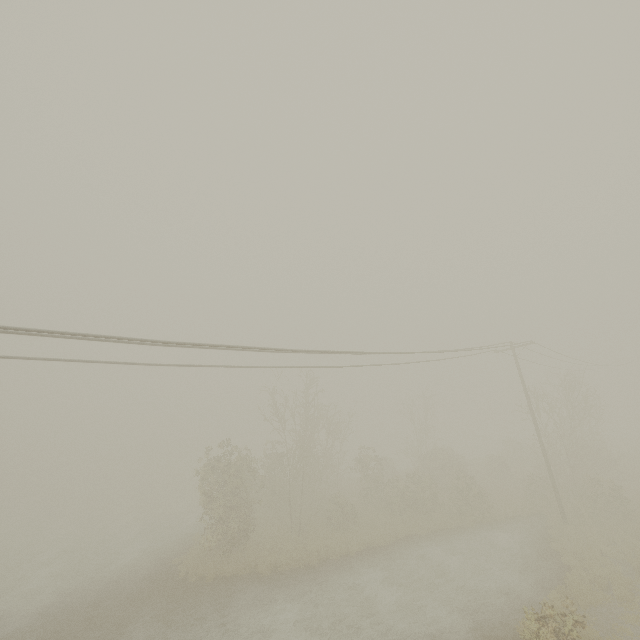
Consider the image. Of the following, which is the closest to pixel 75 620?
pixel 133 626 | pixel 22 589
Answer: pixel 133 626

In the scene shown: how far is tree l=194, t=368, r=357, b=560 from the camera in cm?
2033

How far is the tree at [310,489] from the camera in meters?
20.3
